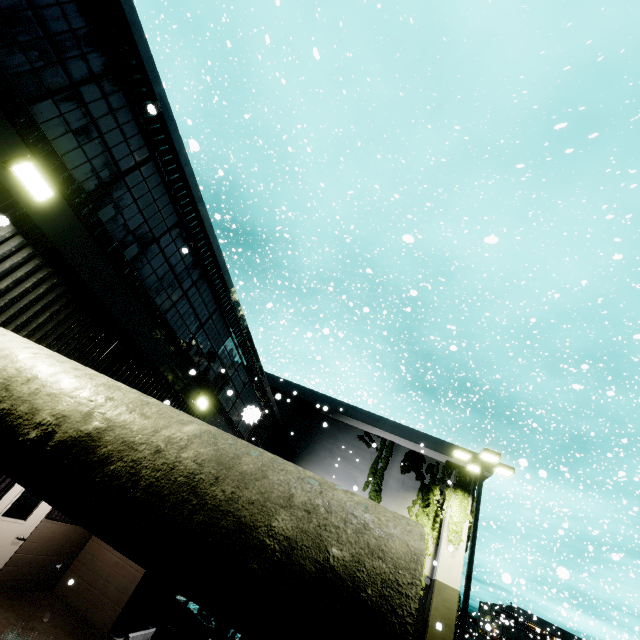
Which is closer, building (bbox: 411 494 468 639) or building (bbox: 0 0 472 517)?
building (bbox: 0 0 472 517)

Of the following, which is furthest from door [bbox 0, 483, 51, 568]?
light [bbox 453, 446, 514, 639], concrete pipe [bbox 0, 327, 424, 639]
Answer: light [bbox 453, 446, 514, 639]

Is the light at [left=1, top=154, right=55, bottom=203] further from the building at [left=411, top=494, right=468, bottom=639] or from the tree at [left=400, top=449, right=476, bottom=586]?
the tree at [left=400, top=449, right=476, bottom=586]

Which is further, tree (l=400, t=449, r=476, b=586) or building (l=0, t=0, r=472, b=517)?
tree (l=400, t=449, r=476, b=586)

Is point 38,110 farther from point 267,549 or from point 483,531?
point 483,531

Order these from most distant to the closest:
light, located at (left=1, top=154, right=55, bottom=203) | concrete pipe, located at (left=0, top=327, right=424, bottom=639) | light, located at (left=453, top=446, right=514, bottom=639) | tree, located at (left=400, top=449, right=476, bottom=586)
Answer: tree, located at (left=400, top=449, right=476, bottom=586) < light, located at (left=453, top=446, right=514, bottom=639) < light, located at (left=1, top=154, right=55, bottom=203) < concrete pipe, located at (left=0, top=327, right=424, bottom=639)

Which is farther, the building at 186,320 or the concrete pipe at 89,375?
the building at 186,320

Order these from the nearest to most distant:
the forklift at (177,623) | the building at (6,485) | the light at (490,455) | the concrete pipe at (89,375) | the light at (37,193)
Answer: the concrete pipe at (89,375), the light at (37,193), the building at (6,485), the forklift at (177,623), the light at (490,455)
